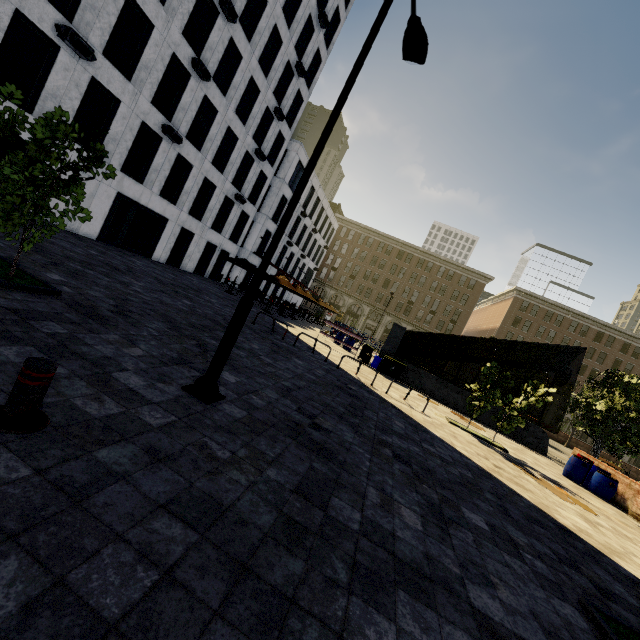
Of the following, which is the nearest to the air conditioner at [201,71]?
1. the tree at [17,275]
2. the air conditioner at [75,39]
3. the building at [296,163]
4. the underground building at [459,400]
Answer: the air conditioner at [75,39]

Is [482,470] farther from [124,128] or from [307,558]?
[124,128]

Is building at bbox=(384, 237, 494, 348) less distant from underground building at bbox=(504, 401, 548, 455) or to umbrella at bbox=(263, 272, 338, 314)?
underground building at bbox=(504, 401, 548, 455)

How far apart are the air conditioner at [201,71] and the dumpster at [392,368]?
19.2 meters

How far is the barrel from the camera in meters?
12.8

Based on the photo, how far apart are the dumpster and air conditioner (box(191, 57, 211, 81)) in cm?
1917

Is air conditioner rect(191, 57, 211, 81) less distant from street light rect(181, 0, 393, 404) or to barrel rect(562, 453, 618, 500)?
street light rect(181, 0, 393, 404)

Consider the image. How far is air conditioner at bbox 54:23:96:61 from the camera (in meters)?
12.22
